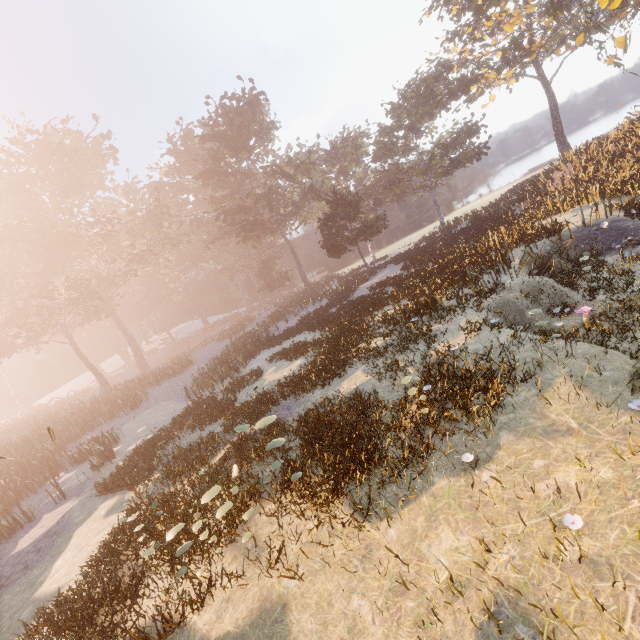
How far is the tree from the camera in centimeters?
1783cm

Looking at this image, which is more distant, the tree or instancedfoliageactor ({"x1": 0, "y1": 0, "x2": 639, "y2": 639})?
the tree

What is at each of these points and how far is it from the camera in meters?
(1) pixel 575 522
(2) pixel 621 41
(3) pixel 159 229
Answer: (1) instancedfoliageactor, 4.1 m
(2) tree, 17.9 m
(3) instancedfoliageactor, 48.2 m

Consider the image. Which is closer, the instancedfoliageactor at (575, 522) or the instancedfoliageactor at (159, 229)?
the instancedfoliageactor at (575, 522)

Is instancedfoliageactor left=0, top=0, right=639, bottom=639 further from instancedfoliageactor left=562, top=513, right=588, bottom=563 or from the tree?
the tree

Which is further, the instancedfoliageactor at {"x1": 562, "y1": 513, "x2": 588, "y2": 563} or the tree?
the tree

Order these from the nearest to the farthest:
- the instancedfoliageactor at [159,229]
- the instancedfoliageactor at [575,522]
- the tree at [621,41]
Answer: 1. the instancedfoliageactor at [575,522]
2. the instancedfoliageactor at [159,229]
3. the tree at [621,41]

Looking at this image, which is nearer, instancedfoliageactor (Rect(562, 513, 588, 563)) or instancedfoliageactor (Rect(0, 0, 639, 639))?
instancedfoliageactor (Rect(562, 513, 588, 563))
